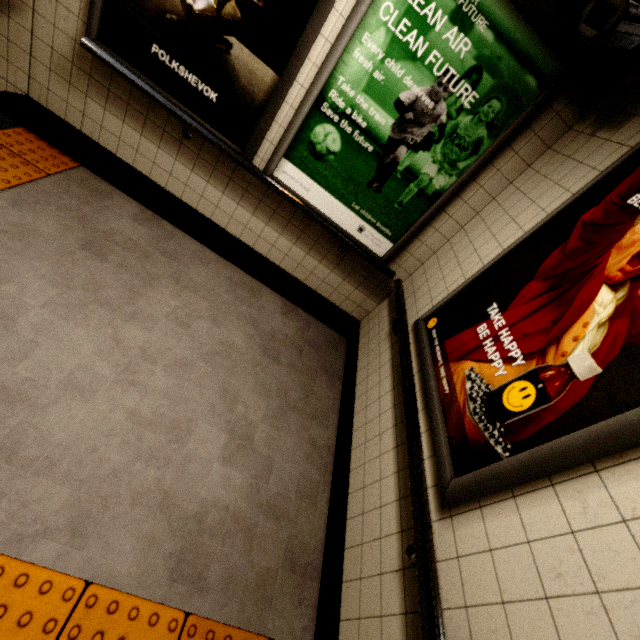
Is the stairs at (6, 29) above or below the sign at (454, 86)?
below

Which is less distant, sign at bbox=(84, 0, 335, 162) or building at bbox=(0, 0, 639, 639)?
building at bbox=(0, 0, 639, 639)

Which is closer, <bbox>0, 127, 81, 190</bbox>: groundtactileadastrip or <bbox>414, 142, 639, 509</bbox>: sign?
<bbox>414, 142, 639, 509</bbox>: sign

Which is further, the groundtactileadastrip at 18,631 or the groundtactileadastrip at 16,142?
the groundtactileadastrip at 16,142

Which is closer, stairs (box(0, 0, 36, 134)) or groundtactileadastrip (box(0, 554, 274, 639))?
groundtactileadastrip (box(0, 554, 274, 639))

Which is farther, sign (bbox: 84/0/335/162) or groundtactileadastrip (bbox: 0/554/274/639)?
sign (bbox: 84/0/335/162)

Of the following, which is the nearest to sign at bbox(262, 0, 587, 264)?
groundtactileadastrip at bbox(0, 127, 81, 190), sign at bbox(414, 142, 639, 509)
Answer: sign at bbox(414, 142, 639, 509)

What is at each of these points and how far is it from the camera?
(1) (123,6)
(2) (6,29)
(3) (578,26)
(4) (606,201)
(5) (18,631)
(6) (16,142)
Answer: (1) sign, 2.04m
(2) stairs, 2.22m
(3) window, 1.52m
(4) sign, 1.53m
(5) groundtactileadastrip, 1.19m
(6) groundtactileadastrip, 2.56m
